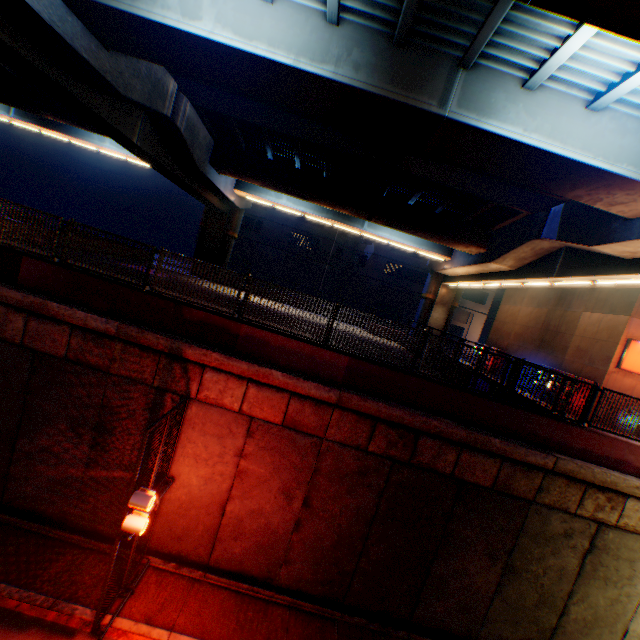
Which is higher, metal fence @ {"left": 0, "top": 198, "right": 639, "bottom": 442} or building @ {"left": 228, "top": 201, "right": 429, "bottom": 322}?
building @ {"left": 228, "top": 201, "right": 429, "bottom": 322}

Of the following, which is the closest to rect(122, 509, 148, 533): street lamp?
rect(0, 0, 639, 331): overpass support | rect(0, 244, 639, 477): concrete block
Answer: rect(0, 244, 639, 477): concrete block

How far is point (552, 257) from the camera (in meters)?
15.71

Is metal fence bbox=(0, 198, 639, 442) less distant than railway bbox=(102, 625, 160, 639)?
No

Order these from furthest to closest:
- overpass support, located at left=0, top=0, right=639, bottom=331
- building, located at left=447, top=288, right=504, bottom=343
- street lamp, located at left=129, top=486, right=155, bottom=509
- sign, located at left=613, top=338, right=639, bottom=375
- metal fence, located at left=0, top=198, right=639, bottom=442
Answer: building, located at left=447, top=288, right=504, bottom=343 < sign, located at left=613, top=338, right=639, bottom=375 < metal fence, located at left=0, top=198, right=639, bottom=442 < overpass support, located at left=0, top=0, right=639, bottom=331 < street lamp, located at left=129, top=486, right=155, bottom=509

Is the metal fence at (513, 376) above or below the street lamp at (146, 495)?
above

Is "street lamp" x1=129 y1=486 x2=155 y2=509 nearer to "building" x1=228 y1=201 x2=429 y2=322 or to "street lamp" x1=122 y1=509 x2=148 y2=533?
"street lamp" x1=122 y1=509 x2=148 y2=533

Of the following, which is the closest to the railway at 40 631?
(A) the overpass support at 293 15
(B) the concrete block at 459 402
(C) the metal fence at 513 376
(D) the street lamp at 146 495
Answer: (C) the metal fence at 513 376
